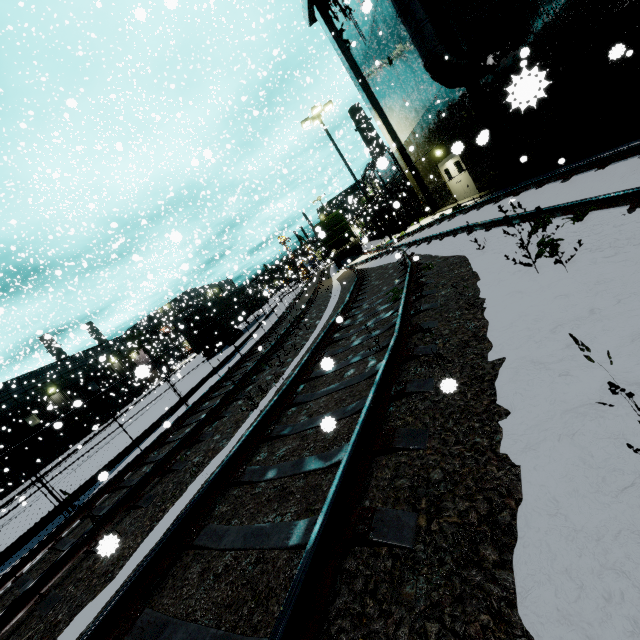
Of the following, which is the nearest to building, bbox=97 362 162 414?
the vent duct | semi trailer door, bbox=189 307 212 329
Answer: the vent duct

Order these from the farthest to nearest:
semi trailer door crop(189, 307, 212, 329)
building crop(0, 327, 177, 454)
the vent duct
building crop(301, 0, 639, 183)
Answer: building crop(0, 327, 177, 454) < semi trailer door crop(189, 307, 212, 329) < the vent duct < building crop(301, 0, 639, 183)

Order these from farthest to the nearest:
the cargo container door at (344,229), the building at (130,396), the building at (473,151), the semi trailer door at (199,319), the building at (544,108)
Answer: the cargo container door at (344,229) → the semi trailer door at (199,319) → the building at (130,396) → the building at (473,151) → the building at (544,108)

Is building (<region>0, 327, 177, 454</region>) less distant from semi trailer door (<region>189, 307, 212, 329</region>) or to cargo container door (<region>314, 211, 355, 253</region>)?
cargo container door (<region>314, 211, 355, 253</region>)

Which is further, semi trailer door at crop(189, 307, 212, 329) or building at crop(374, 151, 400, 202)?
semi trailer door at crop(189, 307, 212, 329)

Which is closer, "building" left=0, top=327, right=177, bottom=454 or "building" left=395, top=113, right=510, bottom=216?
"building" left=395, top=113, right=510, bottom=216

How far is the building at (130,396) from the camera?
17.5m

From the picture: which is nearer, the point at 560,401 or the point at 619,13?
the point at 560,401
